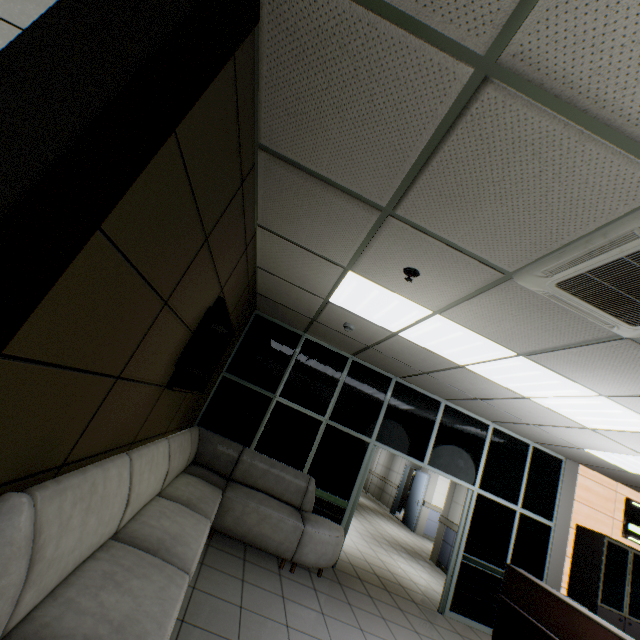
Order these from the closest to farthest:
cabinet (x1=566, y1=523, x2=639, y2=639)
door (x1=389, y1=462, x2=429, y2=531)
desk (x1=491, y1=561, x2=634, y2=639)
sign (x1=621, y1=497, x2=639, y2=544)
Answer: desk (x1=491, y1=561, x2=634, y2=639)
cabinet (x1=566, y1=523, x2=639, y2=639)
sign (x1=621, y1=497, x2=639, y2=544)
door (x1=389, y1=462, x2=429, y2=531)

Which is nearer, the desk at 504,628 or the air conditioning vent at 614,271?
the air conditioning vent at 614,271

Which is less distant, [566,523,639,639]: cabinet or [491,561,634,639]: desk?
[491,561,634,639]: desk

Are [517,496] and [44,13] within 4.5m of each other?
no

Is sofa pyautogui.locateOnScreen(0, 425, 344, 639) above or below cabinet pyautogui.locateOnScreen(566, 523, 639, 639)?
below

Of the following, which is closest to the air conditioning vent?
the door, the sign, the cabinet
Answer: the cabinet

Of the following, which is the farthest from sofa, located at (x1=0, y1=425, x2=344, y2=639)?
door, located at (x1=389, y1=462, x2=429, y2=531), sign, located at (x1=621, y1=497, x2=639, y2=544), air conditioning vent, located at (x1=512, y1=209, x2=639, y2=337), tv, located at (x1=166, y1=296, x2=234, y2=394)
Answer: door, located at (x1=389, y1=462, x2=429, y2=531)

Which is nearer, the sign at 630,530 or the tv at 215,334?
the tv at 215,334
